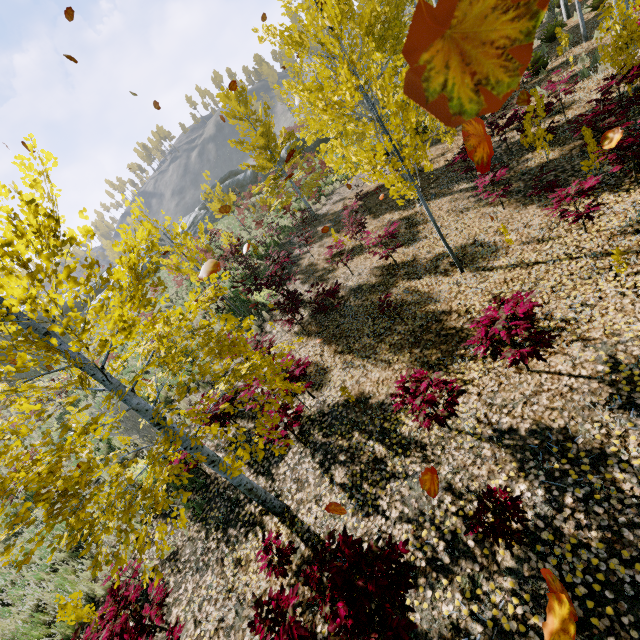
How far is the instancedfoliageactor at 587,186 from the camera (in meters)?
5.04

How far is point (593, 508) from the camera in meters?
3.1

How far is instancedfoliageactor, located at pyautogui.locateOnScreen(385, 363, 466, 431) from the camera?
3.9 meters

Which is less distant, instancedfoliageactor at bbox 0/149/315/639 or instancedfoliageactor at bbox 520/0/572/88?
instancedfoliageactor at bbox 0/149/315/639

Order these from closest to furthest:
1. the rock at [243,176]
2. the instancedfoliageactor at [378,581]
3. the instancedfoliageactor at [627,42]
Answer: the instancedfoliageactor at [378,581] → the instancedfoliageactor at [627,42] → the rock at [243,176]

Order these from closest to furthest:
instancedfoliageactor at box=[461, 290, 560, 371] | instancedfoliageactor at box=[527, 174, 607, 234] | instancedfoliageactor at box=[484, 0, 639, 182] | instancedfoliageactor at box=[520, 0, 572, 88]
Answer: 1. instancedfoliageactor at box=[461, 290, 560, 371]
2. instancedfoliageactor at box=[527, 174, 607, 234]
3. instancedfoliageactor at box=[484, 0, 639, 182]
4. instancedfoliageactor at box=[520, 0, 572, 88]

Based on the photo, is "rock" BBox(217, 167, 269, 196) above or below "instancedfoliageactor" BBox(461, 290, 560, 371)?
above
